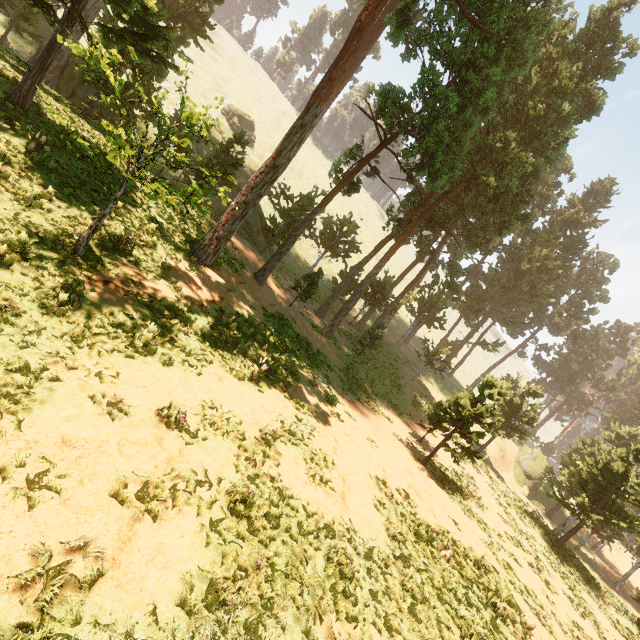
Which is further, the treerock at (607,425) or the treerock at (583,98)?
the treerock at (607,425)

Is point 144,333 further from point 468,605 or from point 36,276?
point 468,605

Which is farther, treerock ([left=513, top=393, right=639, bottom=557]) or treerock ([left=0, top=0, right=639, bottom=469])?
treerock ([left=513, top=393, right=639, bottom=557])
